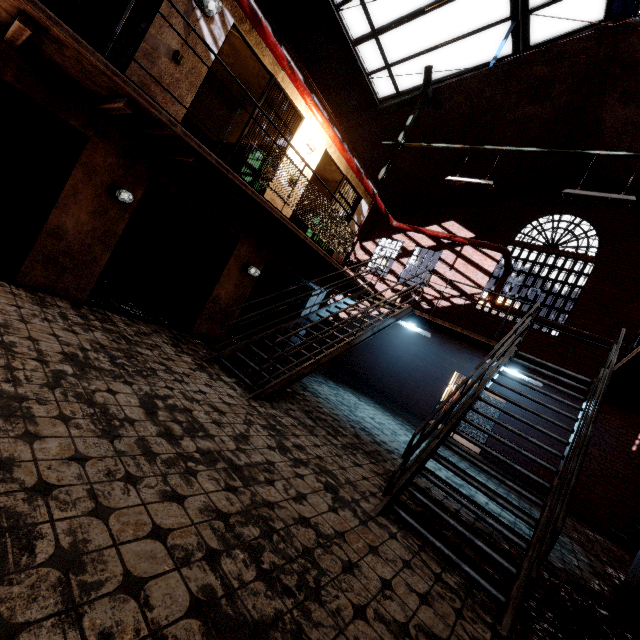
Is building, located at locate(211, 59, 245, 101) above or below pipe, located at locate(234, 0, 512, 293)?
above

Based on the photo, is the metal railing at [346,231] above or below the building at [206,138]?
below

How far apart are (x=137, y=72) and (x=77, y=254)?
2.9 meters

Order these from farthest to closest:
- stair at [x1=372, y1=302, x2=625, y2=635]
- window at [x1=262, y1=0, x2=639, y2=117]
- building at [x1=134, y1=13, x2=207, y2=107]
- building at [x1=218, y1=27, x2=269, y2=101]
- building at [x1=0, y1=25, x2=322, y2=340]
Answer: window at [x1=262, y1=0, x2=639, y2=117] < building at [x1=218, y1=27, x2=269, y2=101] < building at [x1=134, y1=13, x2=207, y2=107] < building at [x1=0, y1=25, x2=322, y2=340] < stair at [x1=372, y1=302, x2=625, y2=635]

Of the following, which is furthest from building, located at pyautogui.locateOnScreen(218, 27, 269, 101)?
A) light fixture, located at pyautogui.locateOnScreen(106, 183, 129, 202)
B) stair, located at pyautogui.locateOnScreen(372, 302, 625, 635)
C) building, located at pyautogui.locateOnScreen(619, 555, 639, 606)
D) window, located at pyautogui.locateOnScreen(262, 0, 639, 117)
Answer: building, located at pyautogui.locateOnScreen(619, 555, 639, 606)

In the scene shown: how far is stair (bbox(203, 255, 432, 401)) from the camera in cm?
539

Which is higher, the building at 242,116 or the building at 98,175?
the building at 242,116

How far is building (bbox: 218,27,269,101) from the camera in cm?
671
